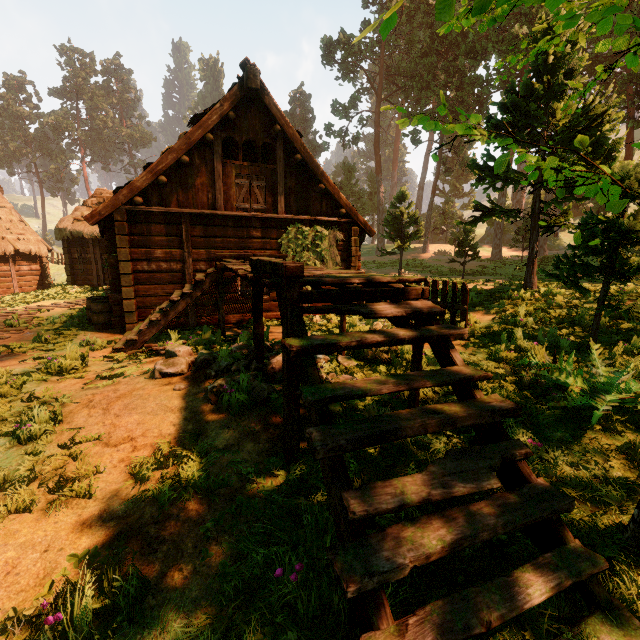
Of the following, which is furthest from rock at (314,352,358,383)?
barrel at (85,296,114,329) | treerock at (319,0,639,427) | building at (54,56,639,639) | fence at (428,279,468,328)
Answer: barrel at (85,296,114,329)

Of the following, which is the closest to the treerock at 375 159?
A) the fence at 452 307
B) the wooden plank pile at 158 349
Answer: the fence at 452 307

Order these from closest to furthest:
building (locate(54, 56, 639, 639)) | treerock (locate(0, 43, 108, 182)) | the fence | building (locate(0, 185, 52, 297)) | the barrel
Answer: building (locate(54, 56, 639, 639))
the fence
the barrel
building (locate(0, 185, 52, 297))
treerock (locate(0, 43, 108, 182))

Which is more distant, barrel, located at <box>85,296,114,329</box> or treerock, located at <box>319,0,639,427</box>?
barrel, located at <box>85,296,114,329</box>

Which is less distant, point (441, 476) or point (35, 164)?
point (441, 476)

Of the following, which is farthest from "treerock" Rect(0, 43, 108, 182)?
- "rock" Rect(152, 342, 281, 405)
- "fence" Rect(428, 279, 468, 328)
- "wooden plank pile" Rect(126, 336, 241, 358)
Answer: "wooden plank pile" Rect(126, 336, 241, 358)

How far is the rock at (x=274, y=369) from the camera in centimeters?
433cm

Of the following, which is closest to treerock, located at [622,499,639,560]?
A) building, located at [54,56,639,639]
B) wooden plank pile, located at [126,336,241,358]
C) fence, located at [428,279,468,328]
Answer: building, located at [54,56,639,639]
